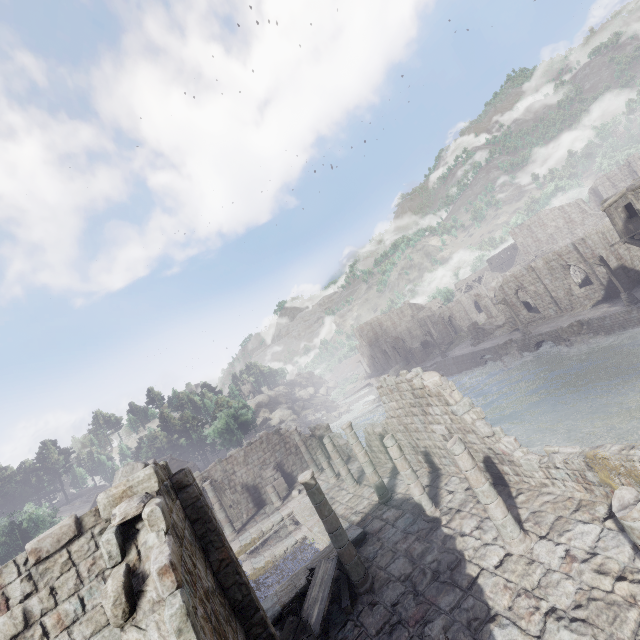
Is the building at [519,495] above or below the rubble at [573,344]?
above

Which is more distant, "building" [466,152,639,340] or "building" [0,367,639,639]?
"building" [466,152,639,340]

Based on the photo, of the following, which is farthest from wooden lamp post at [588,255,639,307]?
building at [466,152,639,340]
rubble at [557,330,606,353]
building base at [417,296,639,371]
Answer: building at [466,152,639,340]

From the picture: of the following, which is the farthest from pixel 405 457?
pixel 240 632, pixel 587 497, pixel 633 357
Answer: pixel 633 357

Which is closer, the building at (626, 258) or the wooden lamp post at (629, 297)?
the building at (626, 258)

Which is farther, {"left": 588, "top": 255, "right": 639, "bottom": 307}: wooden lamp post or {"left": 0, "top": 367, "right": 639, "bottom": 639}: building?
{"left": 588, "top": 255, "right": 639, "bottom": 307}: wooden lamp post

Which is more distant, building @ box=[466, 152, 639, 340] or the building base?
the building base
